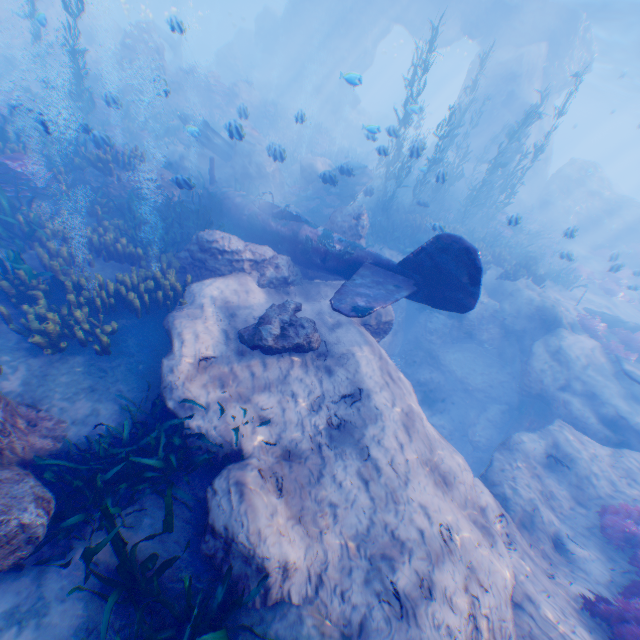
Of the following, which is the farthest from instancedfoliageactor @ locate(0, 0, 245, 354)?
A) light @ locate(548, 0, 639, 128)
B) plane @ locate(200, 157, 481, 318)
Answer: light @ locate(548, 0, 639, 128)

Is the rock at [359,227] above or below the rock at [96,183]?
above

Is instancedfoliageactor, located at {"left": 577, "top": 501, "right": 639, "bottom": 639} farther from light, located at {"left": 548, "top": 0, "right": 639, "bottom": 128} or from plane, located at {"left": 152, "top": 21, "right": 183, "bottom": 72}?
light, located at {"left": 548, "top": 0, "right": 639, "bottom": 128}

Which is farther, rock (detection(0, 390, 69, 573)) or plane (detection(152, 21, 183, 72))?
plane (detection(152, 21, 183, 72))

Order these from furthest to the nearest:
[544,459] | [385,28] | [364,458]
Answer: [385,28] < [544,459] < [364,458]

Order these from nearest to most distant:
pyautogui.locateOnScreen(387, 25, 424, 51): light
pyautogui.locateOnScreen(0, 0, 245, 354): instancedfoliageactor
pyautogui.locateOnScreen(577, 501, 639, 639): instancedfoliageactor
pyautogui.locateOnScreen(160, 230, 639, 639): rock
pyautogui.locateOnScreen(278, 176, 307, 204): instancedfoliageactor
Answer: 1. pyautogui.locateOnScreen(160, 230, 639, 639): rock
2. pyautogui.locateOnScreen(577, 501, 639, 639): instancedfoliageactor
3. pyautogui.locateOnScreen(0, 0, 245, 354): instancedfoliageactor
4. pyautogui.locateOnScreen(278, 176, 307, 204): instancedfoliageactor
5. pyautogui.locateOnScreen(387, 25, 424, 51): light

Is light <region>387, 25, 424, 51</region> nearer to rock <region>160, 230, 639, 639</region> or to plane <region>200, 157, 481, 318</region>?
rock <region>160, 230, 639, 639</region>

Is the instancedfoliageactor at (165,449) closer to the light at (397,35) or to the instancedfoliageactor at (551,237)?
the instancedfoliageactor at (551,237)
